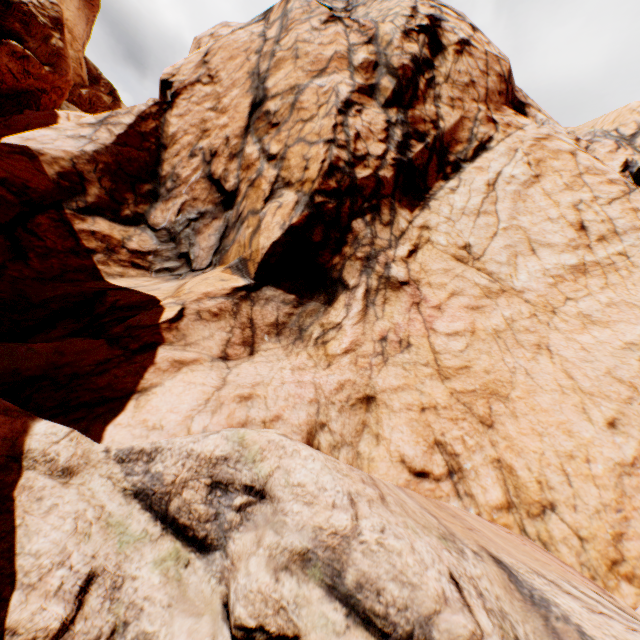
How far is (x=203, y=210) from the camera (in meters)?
14.19
